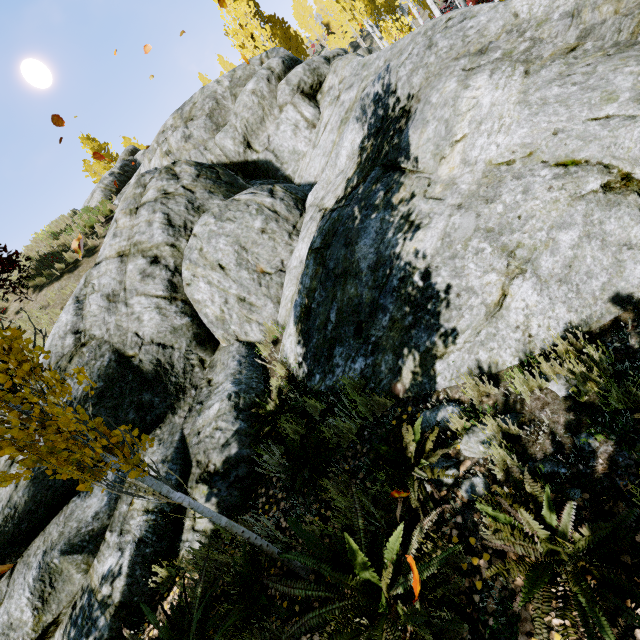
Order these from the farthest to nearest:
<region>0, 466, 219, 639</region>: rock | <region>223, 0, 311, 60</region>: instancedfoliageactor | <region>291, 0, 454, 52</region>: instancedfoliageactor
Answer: <region>291, 0, 454, 52</region>: instancedfoliageactor → <region>223, 0, 311, 60</region>: instancedfoliageactor → <region>0, 466, 219, 639</region>: rock

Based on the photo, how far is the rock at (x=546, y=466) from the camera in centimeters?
244cm

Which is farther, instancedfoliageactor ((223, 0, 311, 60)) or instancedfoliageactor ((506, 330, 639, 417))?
instancedfoliageactor ((223, 0, 311, 60))

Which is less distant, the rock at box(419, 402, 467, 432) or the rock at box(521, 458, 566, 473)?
the rock at box(521, 458, 566, 473)

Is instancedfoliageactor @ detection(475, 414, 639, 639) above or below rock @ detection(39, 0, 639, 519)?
below

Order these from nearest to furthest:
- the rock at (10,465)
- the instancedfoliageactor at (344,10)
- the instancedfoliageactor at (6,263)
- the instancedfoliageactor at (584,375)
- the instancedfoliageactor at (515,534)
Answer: the instancedfoliageactor at (515,534) < the instancedfoliageactor at (584,375) < the rock at (10,465) < the instancedfoliageactor at (6,263) < the instancedfoliageactor at (344,10)

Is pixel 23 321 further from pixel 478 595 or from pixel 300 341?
pixel 478 595
